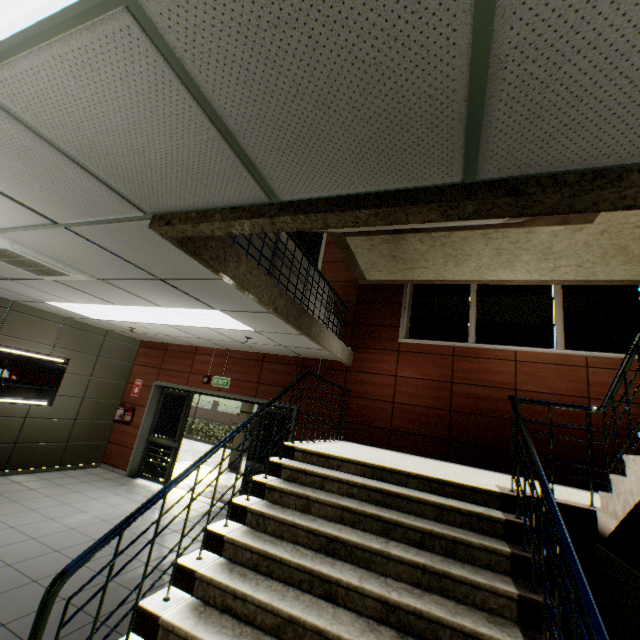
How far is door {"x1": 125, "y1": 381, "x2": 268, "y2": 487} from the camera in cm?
756

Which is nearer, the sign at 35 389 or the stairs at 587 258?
the stairs at 587 258

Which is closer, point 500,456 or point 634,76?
point 634,76

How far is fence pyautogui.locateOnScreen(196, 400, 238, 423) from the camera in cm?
3428

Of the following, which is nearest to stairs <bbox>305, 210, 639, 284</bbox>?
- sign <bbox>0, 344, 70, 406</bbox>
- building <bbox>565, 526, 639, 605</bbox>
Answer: building <bbox>565, 526, 639, 605</bbox>

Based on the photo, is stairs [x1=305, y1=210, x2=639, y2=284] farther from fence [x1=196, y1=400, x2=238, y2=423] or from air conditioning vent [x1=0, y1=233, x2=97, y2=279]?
fence [x1=196, y1=400, x2=238, y2=423]

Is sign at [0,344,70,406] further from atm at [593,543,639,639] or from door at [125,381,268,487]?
atm at [593,543,639,639]

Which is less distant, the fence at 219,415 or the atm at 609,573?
the atm at 609,573
